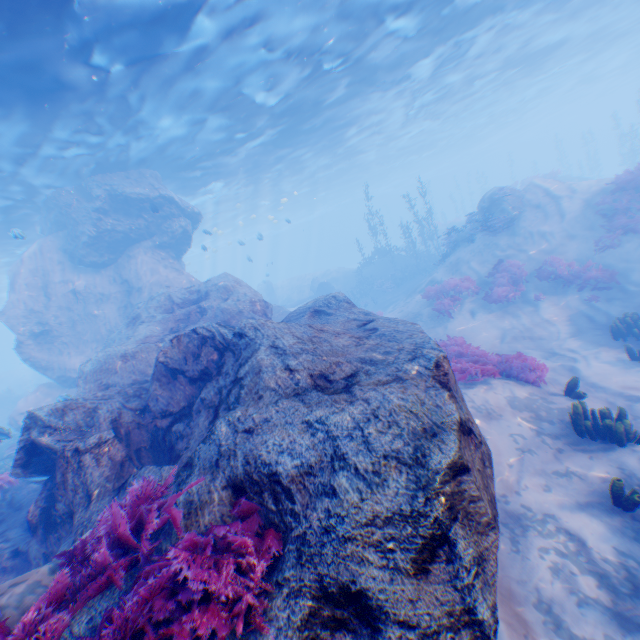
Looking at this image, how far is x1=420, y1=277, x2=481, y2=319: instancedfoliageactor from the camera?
14.7 meters

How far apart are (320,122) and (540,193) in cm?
1410

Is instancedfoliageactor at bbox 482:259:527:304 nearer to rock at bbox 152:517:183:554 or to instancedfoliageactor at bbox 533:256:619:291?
instancedfoliageactor at bbox 533:256:619:291

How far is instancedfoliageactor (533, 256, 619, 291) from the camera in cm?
1218

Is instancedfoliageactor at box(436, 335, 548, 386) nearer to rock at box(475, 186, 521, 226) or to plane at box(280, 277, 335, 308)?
rock at box(475, 186, 521, 226)

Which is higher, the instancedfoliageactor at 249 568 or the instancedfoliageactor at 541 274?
the instancedfoliageactor at 249 568

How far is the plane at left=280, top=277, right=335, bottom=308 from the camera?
30.3m

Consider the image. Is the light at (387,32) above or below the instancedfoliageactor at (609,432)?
above
